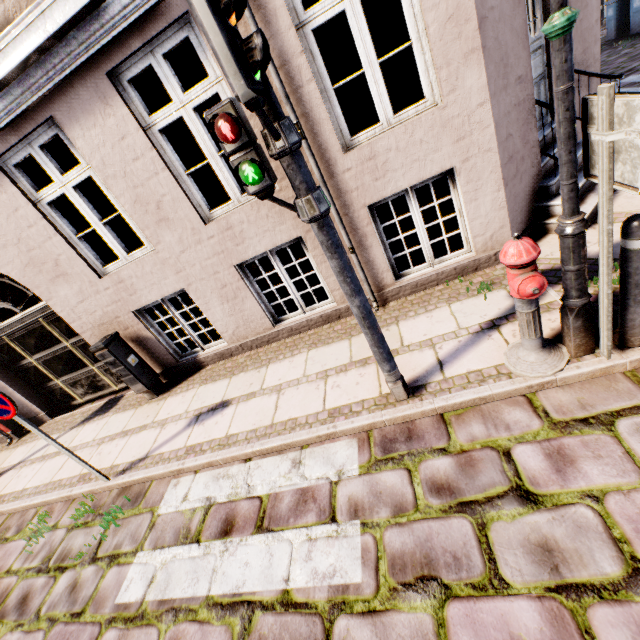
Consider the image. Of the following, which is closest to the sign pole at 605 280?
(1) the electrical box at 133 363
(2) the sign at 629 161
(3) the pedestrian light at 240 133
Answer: (2) the sign at 629 161

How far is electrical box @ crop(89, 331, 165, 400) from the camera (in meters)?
5.03

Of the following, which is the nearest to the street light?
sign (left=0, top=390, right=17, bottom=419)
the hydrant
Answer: the hydrant

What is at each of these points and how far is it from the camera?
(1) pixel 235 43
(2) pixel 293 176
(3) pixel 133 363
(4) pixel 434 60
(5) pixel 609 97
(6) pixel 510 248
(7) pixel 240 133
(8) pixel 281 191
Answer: (1) traffic light, 1.5m
(2) traffic light pole, 2.1m
(3) electrical box, 5.3m
(4) building, 3.2m
(5) sign pole, 1.7m
(6) hydrant, 2.3m
(7) pedestrian light, 2.0m
(8) building, 4.0m

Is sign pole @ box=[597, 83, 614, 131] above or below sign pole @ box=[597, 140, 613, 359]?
above

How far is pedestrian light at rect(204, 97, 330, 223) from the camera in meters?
1.9 m

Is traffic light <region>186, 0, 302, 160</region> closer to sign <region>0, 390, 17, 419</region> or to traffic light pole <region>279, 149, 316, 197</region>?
traffic light pole <region>279, 149, 316, 197</region>

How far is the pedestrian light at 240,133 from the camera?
1.9m
